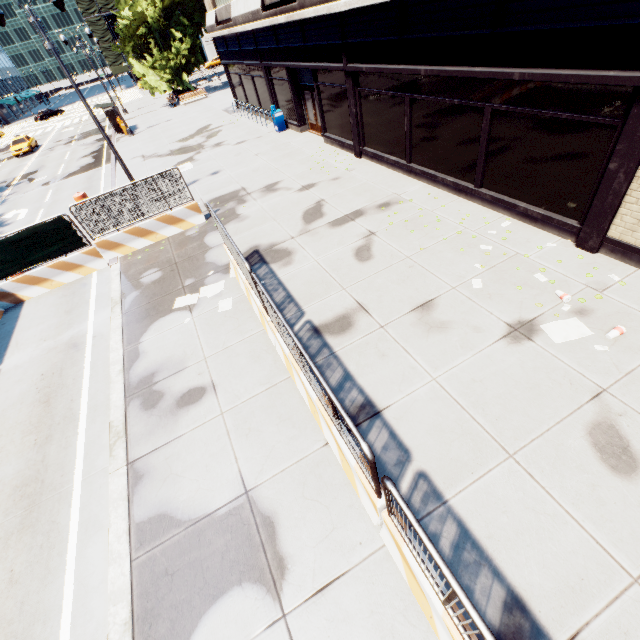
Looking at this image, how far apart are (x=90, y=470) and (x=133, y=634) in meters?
3.1

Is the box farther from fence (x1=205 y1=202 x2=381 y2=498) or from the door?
fence (x1=205 y1=202 x2=381 y2=498)

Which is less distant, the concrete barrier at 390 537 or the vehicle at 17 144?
the concrete barrier at 390 537

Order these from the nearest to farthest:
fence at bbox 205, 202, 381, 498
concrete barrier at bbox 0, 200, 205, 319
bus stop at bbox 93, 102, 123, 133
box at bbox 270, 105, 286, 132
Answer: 1. fence at bbox 205, 202, 381, 498
2. concrete barrier at bbox 0, 200, 205, 319
3. box at bbox 270, 105, 286, 132
4. bus stop at bbox 93, 102, 123, 133

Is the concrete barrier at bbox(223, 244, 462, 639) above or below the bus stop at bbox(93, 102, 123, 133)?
below

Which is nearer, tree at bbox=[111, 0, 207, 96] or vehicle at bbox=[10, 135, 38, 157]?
tree at bbox=[111, 0, 207, 96]

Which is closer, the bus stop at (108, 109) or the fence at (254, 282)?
the fence at (254, 282)

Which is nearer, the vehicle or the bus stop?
the bus stop
